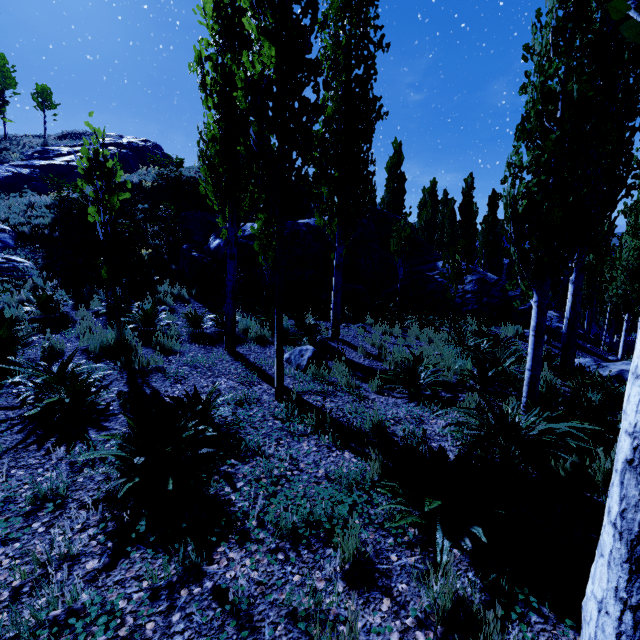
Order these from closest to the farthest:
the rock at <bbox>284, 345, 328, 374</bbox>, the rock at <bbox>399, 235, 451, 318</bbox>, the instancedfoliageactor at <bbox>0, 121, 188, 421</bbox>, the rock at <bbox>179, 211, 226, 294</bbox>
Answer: Answer: the instancedfoliageactor at <bbox>0, 121, 188, 421</bbox> → the rock at <bbox>284, 345, 328, 374</bbox> → the rock at <bbox>179, 211, 226, 294</bbox> → the rock at <bbox>399, 235, 451, 318</bbox>

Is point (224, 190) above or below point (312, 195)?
above

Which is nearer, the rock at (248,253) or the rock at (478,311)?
the rock at (248,253)

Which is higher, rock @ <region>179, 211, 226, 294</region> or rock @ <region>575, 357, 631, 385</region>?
rock @ <region>179, 211, 226, 294</region>

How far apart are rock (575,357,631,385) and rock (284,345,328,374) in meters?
6.9 m

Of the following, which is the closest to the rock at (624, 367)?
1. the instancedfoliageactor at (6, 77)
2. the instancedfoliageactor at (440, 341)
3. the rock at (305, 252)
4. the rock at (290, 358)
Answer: the instancedfoliageactor at (440, 341)

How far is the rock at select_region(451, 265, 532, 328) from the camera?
13.8 meters

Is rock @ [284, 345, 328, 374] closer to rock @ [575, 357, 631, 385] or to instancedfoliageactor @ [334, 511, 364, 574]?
instancedfoliageactor @ [334, 511, 364, 574]
